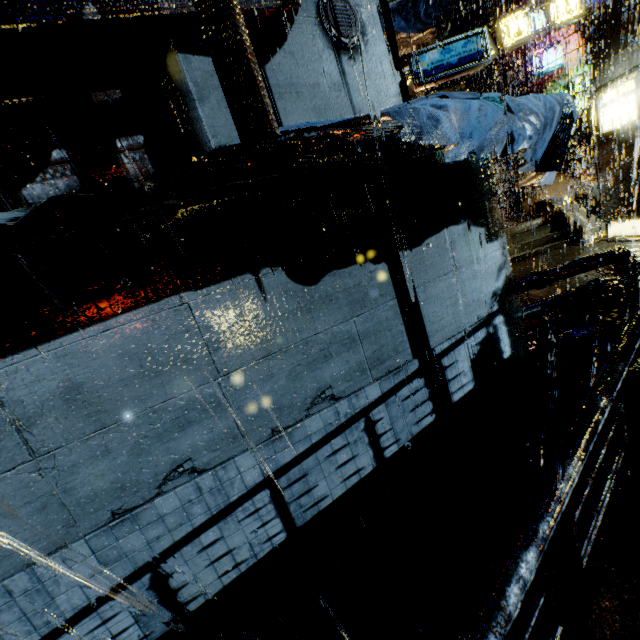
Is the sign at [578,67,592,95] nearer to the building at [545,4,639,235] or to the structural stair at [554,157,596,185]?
the building at [545,4,639,235]

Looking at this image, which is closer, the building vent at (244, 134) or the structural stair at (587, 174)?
the building vent at (244, 134)

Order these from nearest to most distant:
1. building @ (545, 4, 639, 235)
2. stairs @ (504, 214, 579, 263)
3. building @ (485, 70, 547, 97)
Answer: building @ (545, 4, 639, 235)
stairs @ (504, 214, 579, 263)
building @ (485, 70, 547, 97)

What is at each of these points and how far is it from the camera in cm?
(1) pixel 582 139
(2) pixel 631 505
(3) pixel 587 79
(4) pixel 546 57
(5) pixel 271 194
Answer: (1) building, 2891
(2) bridge, 231
(3) sign, 2414
(4) sign, 2509
(5) building vent, 367

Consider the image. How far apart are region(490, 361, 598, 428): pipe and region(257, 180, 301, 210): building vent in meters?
5.2

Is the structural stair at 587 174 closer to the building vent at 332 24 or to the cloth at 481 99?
the cloth at 481 99

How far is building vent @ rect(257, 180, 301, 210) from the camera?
3.63m

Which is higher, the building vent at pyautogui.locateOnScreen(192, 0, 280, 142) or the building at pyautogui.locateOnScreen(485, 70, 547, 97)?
the building at pyautogui.locateOnScreen(485, 70, 547, 97)
